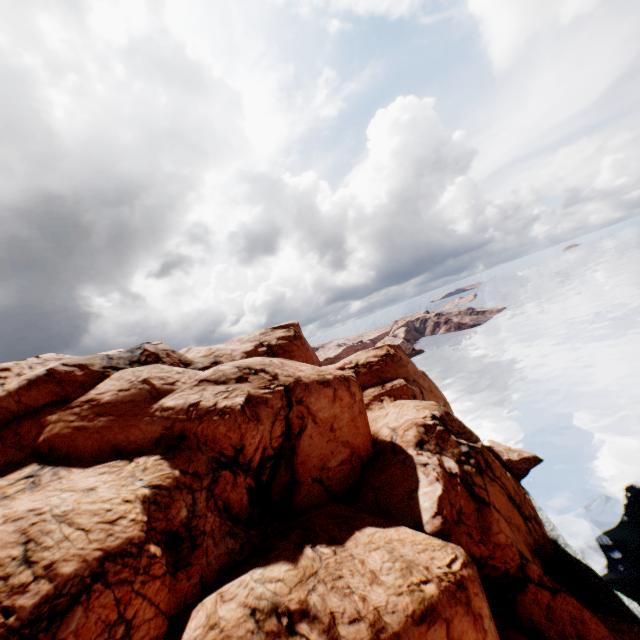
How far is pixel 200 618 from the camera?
13.16m
